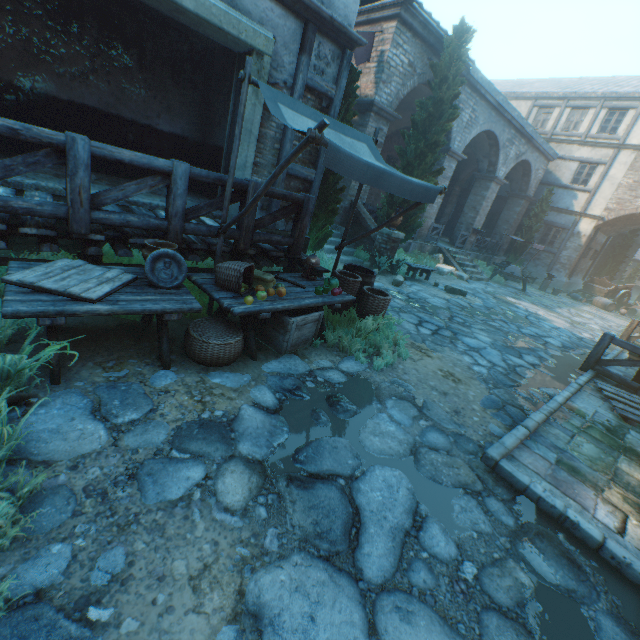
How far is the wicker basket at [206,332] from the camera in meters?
3.6 m

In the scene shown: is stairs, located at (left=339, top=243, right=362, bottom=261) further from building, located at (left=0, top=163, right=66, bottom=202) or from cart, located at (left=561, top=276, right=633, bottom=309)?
cart, located at (left=561, top=276, right=633, bottom=309)

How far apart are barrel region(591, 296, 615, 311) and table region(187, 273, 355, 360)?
21.1m

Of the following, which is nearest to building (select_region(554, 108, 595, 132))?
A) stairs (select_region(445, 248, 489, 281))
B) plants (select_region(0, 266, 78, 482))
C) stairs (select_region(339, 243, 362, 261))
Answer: stairs (select_region(339, 243, 362, 261))

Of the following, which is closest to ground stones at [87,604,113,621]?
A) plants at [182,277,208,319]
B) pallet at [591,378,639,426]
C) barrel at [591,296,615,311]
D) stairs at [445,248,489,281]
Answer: plants at [182,277,208,319]

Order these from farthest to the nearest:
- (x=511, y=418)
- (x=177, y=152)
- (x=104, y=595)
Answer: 1. (x=177, y=152)
2. (x=511, y=418)
3. (x=104, y=595)

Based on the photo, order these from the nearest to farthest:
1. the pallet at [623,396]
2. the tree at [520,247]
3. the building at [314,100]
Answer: →
the pallet at [623,396]
the building at [314,100]
the tree at [520,247]

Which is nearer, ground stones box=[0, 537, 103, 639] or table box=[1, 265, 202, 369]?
ground stones box=[0, 537, 103, 639]
